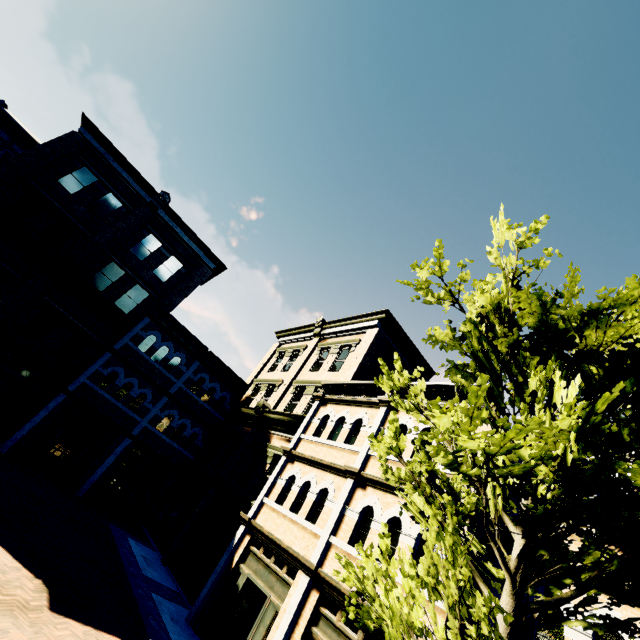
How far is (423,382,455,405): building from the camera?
10.5 meters

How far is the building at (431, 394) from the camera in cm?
1045

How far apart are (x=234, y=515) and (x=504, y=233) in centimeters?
1480cm

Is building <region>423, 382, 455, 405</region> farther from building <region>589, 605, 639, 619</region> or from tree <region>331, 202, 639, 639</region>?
tree <region>331, 202, 639, 639</region>

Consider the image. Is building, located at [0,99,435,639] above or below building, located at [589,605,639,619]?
below

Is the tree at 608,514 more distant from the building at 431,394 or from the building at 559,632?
the building at 431,394

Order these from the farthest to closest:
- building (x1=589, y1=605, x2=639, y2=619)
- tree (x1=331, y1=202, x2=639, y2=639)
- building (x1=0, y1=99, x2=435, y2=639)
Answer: building (x1=0, y1=99, x2=435, y2=639), building (x1=589, y1=605, x2=639, y2=619), tree (x1=331, y1=202, x2=639, y2=639)
